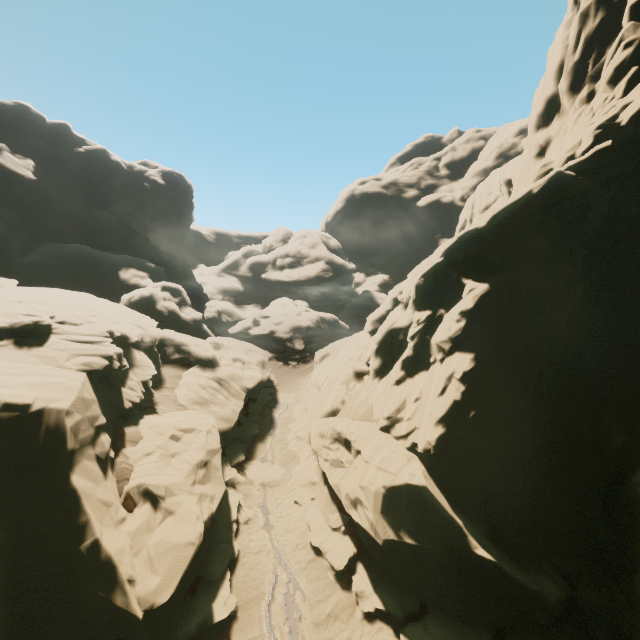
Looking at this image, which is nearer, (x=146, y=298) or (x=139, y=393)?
(x=139, y=393)

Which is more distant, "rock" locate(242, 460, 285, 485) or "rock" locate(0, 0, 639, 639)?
"rock" locate(242, 460, 285, 485)

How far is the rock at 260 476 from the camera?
22.03m

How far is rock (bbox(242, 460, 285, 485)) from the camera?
22.0 meters

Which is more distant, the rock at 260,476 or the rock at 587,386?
the rock at 260,476
